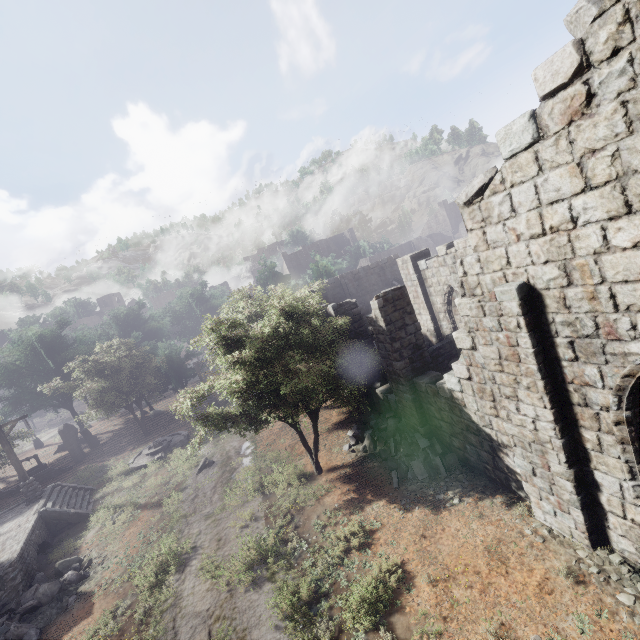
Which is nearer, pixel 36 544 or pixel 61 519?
pixel 36 544

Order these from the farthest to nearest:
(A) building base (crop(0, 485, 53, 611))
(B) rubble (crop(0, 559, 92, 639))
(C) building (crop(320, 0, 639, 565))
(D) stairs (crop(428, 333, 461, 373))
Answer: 1. (D) stairs (crop(428, 333, 461, 373))
2. (A) building base (crop(0, 485, 53, 611))
3. (B) rubble (crop(0, 559, 92, 639))
4. (C) building (crop(320, 0, 639, 565))

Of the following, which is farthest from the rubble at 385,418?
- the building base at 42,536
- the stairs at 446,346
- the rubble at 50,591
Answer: the building base at 42,536

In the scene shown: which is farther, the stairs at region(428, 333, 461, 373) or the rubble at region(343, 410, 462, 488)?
the stairs at region(428, 333, 461, 373)

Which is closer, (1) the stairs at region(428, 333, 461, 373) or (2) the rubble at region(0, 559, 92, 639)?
(2) the rubble at region(0, 559, 92, 639)

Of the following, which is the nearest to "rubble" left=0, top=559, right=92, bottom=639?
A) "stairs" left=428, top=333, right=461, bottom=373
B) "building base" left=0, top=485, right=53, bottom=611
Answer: "building base" left=0, top=485, right=53, bottom=611

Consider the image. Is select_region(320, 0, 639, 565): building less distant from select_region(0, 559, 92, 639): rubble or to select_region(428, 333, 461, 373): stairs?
select_region(428, 333, 461, 373): stairs

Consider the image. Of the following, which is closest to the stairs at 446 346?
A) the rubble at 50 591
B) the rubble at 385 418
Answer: the rubble at 385 418
